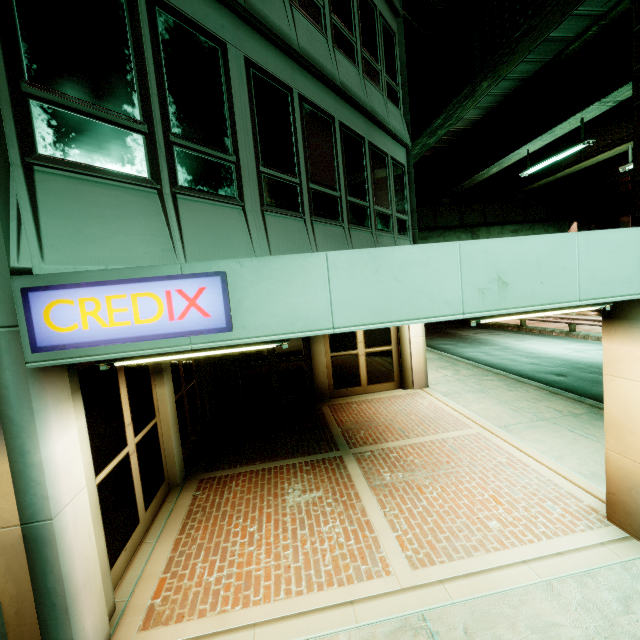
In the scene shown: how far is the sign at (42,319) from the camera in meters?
2.6

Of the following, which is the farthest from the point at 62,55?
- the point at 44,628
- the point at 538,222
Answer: the point at 538,222

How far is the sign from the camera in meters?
2.6 m
